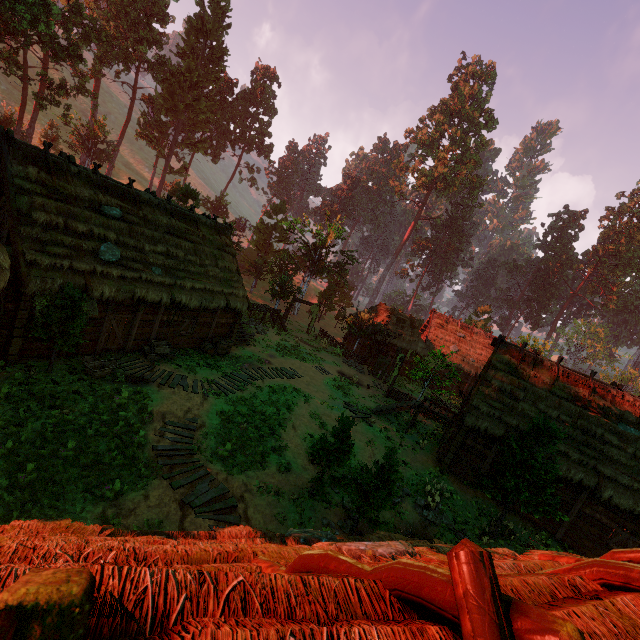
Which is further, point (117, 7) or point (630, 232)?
point (630, 232)

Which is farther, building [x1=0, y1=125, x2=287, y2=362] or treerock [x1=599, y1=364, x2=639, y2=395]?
treerock [x1=599, y1=364, x2=639, y2=395]

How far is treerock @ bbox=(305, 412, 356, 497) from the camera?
11.8m

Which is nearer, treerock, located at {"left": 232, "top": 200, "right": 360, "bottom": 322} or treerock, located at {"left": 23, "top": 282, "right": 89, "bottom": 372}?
treerock, located at {"left": 23, "top": 282, "right": 89, "bottom": 372}

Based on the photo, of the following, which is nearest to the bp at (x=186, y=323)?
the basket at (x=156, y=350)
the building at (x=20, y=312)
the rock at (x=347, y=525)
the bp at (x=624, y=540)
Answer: the building at (x=20, y=312)

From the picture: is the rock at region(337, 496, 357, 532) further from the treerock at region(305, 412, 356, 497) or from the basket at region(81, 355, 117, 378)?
the basket at region(81, 355, 117, 378)

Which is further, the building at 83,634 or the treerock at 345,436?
the treerock at 345,436

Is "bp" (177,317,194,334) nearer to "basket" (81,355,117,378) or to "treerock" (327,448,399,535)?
"basket" (81,355,117,378)
